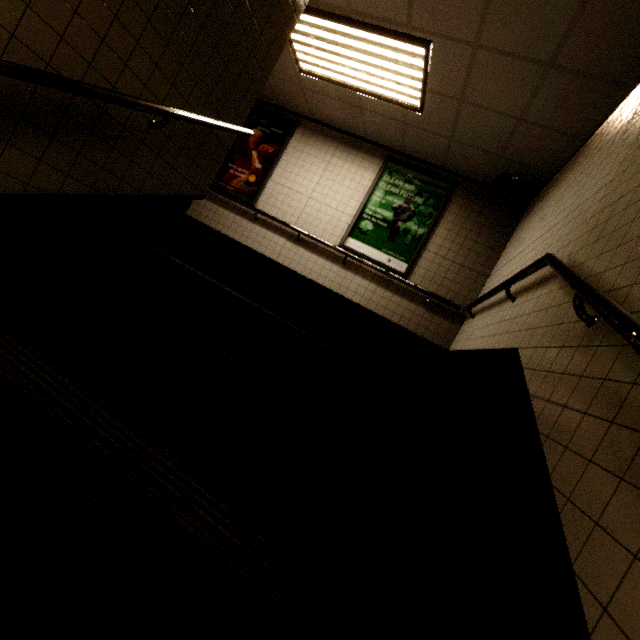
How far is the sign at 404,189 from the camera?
5.2 meters

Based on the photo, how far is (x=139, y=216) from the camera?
2.5 meters

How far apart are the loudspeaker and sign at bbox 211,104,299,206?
3.6 meters

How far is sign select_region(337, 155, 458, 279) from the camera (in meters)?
5.25

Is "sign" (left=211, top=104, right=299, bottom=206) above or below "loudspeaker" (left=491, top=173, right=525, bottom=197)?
below

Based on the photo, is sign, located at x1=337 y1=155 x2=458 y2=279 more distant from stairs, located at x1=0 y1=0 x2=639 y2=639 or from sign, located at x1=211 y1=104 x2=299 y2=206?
stairs, located at x1=0 y1=0 x2=639 y2=639

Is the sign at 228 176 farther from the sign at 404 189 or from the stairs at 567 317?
the stairs at 567 317

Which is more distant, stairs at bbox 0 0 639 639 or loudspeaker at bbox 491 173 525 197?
loudspeaker at bbox 491 173 525 197
